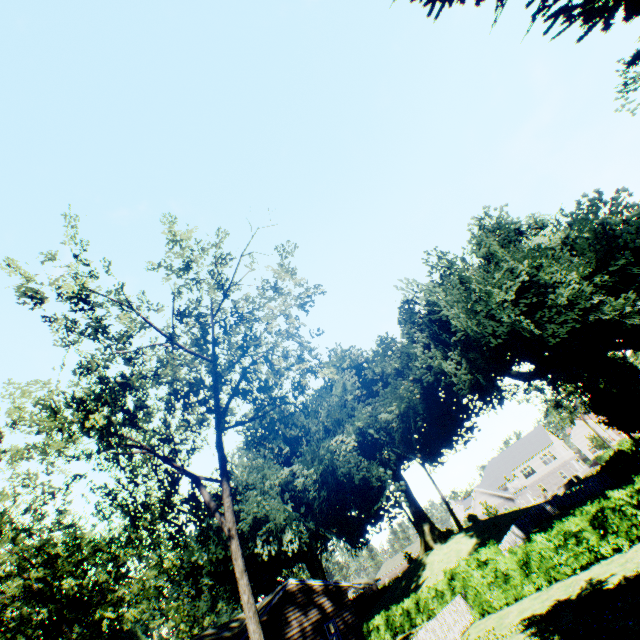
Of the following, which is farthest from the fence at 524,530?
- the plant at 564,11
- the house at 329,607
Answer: the house at 329,607

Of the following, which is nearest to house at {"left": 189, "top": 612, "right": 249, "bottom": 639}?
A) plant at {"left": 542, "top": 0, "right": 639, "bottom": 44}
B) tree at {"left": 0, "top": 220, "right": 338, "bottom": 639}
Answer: plant at {"left": 542, "top": 0, "right": 639, "bottom": 44}

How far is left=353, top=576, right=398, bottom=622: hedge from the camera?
49.9m

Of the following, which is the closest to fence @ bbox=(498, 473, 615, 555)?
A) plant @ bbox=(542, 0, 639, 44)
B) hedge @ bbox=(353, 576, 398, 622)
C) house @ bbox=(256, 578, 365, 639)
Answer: plant @ bbox=(542, 0, 639, 44)

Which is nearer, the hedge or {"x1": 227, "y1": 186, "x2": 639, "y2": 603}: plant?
{"x1": 227, "y1": 186, "x2": 639, "y2": 603}: plant

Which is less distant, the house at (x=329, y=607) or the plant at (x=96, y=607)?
the house at (x=329, y=607)

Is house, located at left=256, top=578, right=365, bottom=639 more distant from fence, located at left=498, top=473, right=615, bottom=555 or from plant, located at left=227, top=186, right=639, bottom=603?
fence, located at left=498, top=473, right=615, bottom=555

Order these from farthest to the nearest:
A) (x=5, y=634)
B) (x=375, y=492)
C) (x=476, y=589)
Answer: (x=375, y=492)
(x=5, y=634)
(x=476, y=589)
